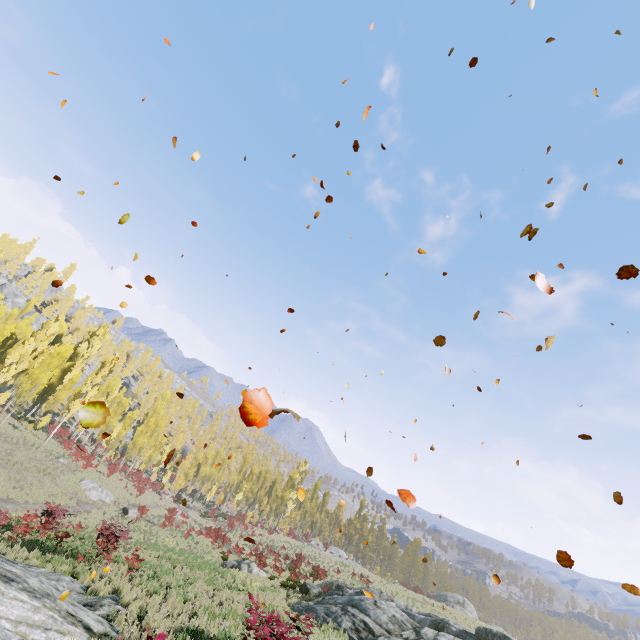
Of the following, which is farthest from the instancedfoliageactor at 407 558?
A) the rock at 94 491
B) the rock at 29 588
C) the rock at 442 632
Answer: the rock at 442 632

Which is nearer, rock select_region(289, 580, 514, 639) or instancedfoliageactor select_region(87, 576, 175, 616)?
instancedfoliageactor select_region(87, 576, 175, 616)

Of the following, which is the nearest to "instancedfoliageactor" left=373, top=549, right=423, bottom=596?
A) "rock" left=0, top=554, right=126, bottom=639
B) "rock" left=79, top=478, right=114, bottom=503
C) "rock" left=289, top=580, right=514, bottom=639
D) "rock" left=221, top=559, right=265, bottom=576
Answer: "rock" left=79, top=478, right=114, bottom=503

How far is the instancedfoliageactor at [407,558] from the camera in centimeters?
4155cm

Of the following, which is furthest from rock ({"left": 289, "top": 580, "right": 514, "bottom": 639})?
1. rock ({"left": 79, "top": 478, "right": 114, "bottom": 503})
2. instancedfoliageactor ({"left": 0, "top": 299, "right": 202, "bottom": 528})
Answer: rock ({"left": 79, "top": 478, "right": 114, "bottom": 503})

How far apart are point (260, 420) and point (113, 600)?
13.90m

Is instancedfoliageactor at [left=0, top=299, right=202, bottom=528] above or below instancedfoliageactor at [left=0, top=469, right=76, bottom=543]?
above
